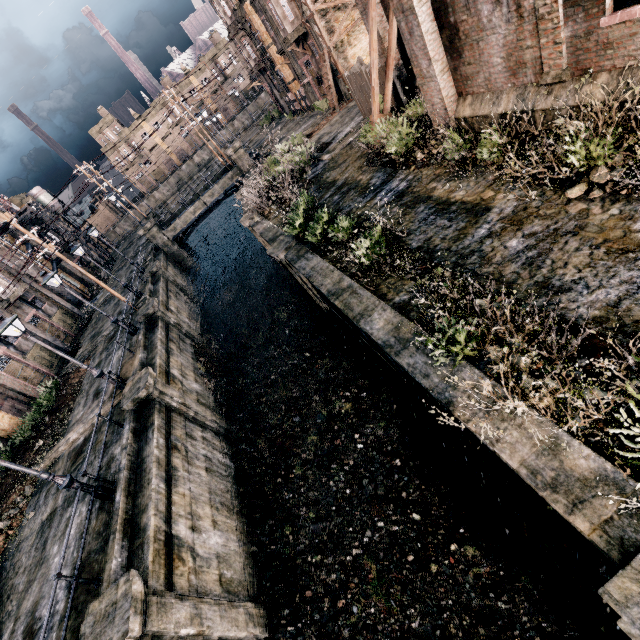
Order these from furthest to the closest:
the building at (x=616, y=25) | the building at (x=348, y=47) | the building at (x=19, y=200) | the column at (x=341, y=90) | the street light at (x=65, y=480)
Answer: the building at (x=19, y=200), the column at (x=341, y=90), the building at (x=348, y=47), the street light at (x=65, y=480), the building at (x=616, y=25)

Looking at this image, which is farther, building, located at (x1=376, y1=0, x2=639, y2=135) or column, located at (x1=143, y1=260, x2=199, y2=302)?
column, located at (x1=143, y1=260, x2=199, y2=302)

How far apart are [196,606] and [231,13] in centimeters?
5349cm

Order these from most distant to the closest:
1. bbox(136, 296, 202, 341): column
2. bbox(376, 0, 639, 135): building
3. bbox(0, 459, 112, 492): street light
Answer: bbox(136, 296, 202, 341): column, bbox(0, 459, 112, 492): street light, bbox(376, 0, 639, 135): building

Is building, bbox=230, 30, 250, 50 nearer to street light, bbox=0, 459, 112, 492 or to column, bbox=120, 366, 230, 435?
column, bbox=120, 366, 230, 435

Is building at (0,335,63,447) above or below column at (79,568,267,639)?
above

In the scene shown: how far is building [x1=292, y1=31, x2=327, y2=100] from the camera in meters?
30.4

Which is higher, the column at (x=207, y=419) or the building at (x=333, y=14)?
the building at (x=333, y=14)
